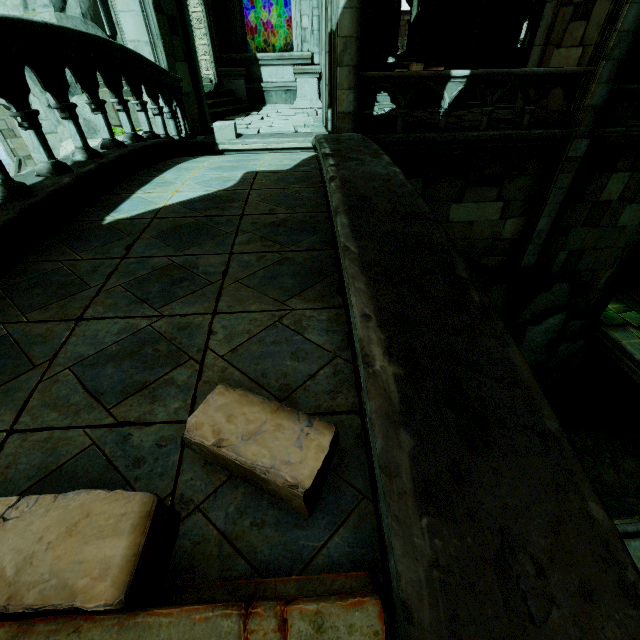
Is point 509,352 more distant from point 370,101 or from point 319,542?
point 370,101

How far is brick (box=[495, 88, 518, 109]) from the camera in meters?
10.6

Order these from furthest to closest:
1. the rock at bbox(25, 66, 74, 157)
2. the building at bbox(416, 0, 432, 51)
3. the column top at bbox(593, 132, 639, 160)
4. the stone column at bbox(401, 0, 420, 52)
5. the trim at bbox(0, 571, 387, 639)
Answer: the building at bbox(416, 0, 432, 51)
the stone column at bbox(401, 0, 420, 52)
the column top at bbox(593, 132, 639, 160)
the rock at bbox(25, 66, 74, 157)
the trim at bbox(0, 571, 387, 639)

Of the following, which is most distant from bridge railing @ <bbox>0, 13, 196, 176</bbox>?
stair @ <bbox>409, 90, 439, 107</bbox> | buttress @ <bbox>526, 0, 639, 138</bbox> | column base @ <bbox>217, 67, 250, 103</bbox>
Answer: buttress @ <bbox>526, 0, 639, 138</bbox>

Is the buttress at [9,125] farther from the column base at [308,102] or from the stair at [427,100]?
the stair at [427,100]

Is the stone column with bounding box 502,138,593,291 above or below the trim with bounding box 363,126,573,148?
below

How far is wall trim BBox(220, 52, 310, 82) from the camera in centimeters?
1104cm

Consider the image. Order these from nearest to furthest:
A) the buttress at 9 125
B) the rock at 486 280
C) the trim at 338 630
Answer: the trim at 338 630 → the rock at 486 280 → the buttress at 9 125
